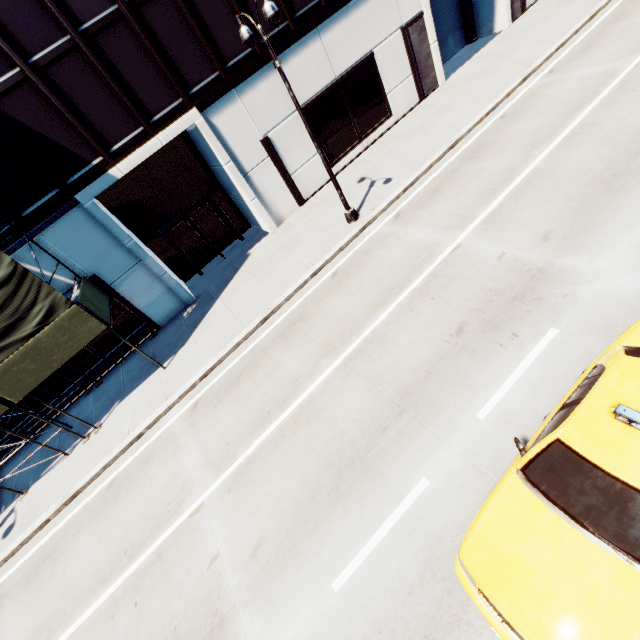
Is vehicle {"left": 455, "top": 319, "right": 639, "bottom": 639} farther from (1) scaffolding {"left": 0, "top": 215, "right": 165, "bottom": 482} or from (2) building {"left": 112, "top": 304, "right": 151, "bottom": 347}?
(2) building {"left": 112, "top": 304, "right": 151, "bottom": 347}

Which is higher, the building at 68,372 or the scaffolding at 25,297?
the scaffolding at 25,297

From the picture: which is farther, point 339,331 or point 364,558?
point 339,331

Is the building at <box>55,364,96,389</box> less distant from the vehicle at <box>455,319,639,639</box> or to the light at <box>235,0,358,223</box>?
the light at <box>235,0,358,223</box>

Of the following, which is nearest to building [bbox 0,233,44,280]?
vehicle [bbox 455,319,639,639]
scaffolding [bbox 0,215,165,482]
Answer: scaffolding [bbox 0,215,165,482]

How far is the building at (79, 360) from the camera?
14.7m

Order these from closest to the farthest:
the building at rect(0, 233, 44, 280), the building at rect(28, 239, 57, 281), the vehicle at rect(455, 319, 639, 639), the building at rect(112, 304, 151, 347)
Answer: the vehicle at rect(455, 319, 639, 639), the building at rect(0, 233, 44, 280), the building at rect(28, 239, 57, 281), the building at rect(112, 304, 151, 347)

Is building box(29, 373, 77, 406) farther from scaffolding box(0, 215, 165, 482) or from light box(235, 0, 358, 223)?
light box(235, 0, 358, 223)
